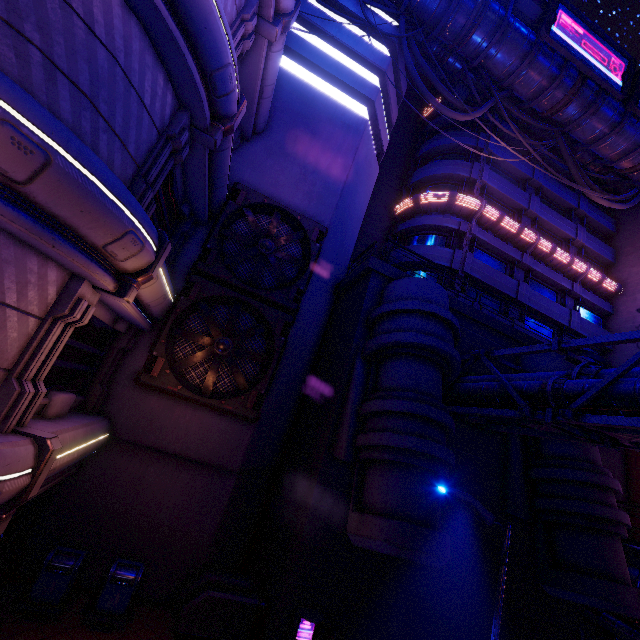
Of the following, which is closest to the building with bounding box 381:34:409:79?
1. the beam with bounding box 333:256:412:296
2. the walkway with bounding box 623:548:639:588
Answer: the beam with bounding box 333:256:412:296

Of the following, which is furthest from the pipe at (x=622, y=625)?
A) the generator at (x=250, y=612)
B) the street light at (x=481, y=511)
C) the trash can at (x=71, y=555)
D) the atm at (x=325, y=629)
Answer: the trash can at (x=71, y=555)

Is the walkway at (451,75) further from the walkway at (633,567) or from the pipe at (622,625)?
the walkway at (633,567)

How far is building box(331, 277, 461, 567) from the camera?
7.8 meters

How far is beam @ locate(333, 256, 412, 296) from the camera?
12.94m

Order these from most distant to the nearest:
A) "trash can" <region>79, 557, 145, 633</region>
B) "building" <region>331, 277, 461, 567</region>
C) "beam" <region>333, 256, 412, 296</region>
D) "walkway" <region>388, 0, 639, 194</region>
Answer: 1. "walkway" <region>388, 0, 639, 194</region>
2. "beam" <region>333, 256, 412, 296</region>
3. "trash can" <region>79, 557, 145, 633</region>
4. "building" <region>331, 277, 461, 567</region>

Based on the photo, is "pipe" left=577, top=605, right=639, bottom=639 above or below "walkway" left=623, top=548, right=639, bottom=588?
below

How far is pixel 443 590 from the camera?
10.41m
